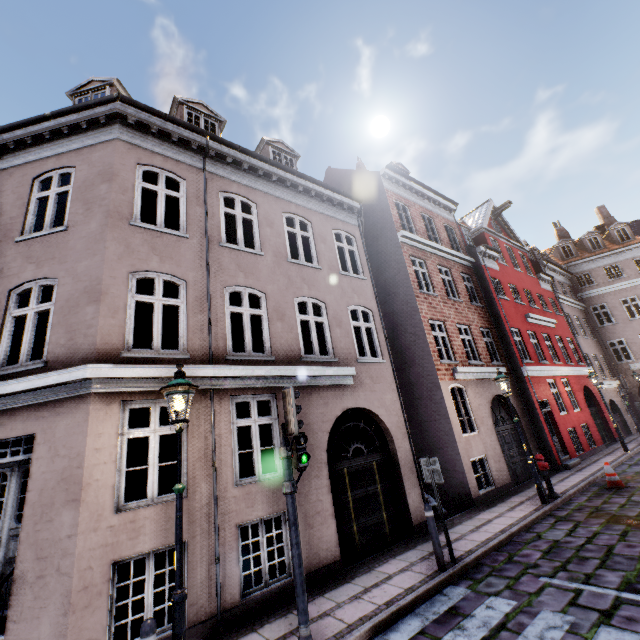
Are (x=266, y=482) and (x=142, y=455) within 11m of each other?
no

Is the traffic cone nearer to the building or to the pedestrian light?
the building

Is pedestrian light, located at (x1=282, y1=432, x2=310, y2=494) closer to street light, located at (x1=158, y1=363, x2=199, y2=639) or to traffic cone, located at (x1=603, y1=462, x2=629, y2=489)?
street light, located at (x1=158, y1=363, x2=199, y2=639)

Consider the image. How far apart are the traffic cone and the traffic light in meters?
11.1 m

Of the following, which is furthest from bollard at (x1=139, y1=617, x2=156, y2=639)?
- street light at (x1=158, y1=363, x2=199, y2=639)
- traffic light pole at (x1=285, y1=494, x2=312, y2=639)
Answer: traffic light pole at (x1=285, y1=494, x2=312, y2=639)

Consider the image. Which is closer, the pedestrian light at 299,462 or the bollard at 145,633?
the bollard at 145,633

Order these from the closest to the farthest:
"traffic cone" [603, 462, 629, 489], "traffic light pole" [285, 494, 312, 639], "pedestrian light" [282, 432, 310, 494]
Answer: "traffic light pole" [285, 494, 312, 639]
"pedestrian light" [282, 432, 310, 494]
"traffic cone" [603, 462, 629, 489]

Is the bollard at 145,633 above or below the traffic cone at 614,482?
above
